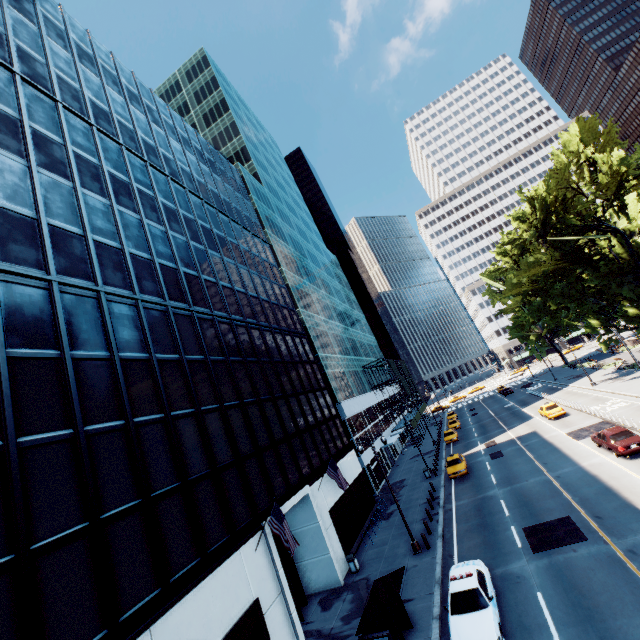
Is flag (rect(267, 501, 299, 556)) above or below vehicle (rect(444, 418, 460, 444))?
above

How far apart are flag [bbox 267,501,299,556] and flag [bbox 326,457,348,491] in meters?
8.0 m

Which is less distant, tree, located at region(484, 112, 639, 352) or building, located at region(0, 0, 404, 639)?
building, located at region(0, 0, 404, 639)

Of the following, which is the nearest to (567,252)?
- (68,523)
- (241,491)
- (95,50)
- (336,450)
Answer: (336,450)

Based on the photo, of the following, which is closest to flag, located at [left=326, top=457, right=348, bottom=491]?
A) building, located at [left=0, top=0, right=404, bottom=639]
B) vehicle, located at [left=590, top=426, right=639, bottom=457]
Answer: building, located at [left=0, top=0, right=404, bottom=639]

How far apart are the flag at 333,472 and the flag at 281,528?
8.0m

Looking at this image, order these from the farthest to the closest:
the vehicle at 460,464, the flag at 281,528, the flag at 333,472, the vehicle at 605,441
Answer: the vehicle at 460,464 → the flag at 333,472 → the vehicle at 605,441 → the flag at 281,528

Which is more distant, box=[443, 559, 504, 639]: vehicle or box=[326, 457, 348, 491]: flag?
box=[326, 457, 348, 491]: flag
